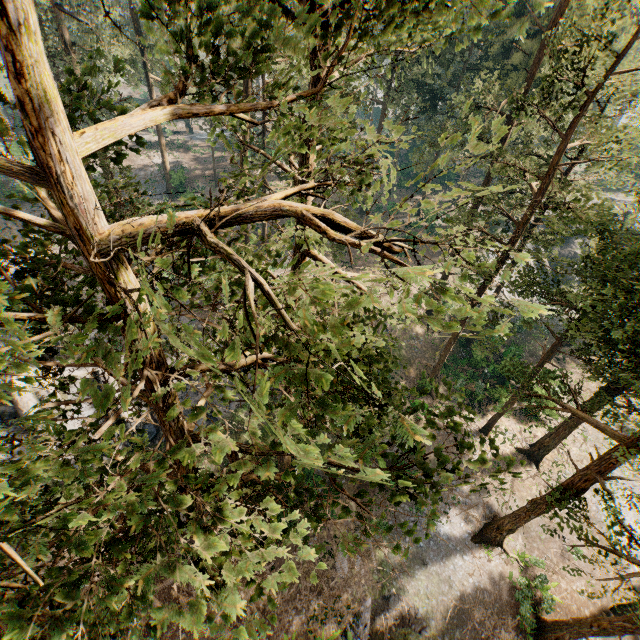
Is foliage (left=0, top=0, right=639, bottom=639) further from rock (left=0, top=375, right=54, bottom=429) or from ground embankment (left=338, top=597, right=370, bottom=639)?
rock (left=0, top=375, right=54, bottom=429)

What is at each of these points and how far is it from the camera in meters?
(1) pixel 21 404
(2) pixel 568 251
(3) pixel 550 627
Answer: (1) rock, 21.5 m
(2) rock, 44.2 m
(3) foliage, 19.6 m

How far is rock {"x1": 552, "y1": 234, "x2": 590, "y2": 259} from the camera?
44.0m

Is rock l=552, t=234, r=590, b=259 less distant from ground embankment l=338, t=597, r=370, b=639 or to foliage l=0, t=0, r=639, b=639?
foliage l=0, t=0, r=639, b=639

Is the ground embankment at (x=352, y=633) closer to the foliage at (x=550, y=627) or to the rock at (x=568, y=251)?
the foliage at (x=550, y=627)

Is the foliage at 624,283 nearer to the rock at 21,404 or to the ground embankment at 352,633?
the ground embankment at 352,633

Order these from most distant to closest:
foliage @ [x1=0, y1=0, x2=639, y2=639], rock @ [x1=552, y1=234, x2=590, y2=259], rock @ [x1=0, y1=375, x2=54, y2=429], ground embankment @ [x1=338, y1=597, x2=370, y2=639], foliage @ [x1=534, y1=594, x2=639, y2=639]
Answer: rock @ [x1=552, y1=234, x2=590, y2=259] → rock @ [x1=0, y1=375, x2=54, y2=429] → ground embankment @ [x1=338, y1=597, x2=370, y2=639] → foliage @ [x1=534, y1=594, x2=639, y2=639] → foliage @ [x1=0, y1=0, x2=639, y2=639]

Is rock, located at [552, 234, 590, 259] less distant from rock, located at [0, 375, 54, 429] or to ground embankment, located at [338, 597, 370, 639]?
rock, located at [0, 375, 54, 429]
